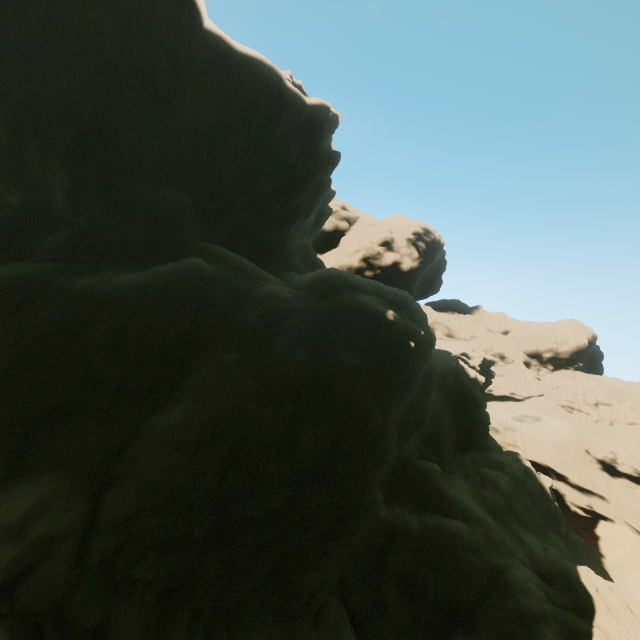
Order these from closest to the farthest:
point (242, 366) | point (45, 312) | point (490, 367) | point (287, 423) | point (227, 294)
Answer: point (287, 423)
point (242, 366)
point (45, 312)
point (227, 294)
point (490, 367)
